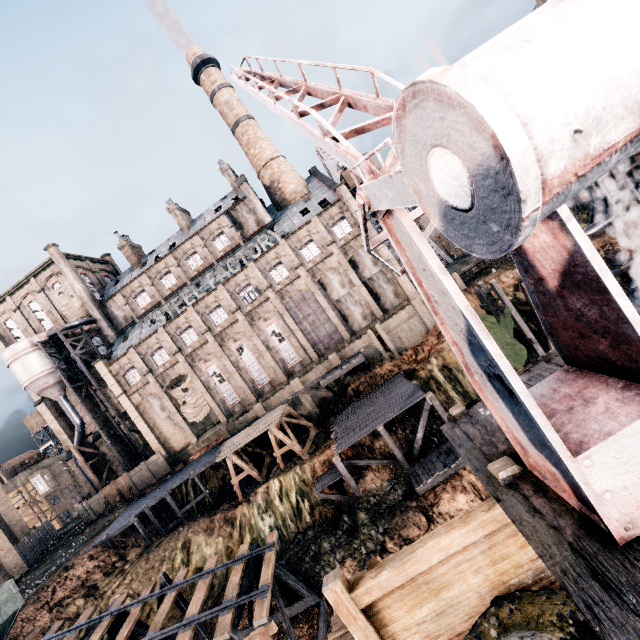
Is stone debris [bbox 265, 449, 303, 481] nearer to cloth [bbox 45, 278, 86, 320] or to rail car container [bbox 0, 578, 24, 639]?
rail car container [bbox 0, 578, 24, 639]

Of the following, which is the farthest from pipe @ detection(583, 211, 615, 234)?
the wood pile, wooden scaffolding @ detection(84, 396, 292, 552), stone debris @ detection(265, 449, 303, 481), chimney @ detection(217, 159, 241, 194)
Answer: chimney @ detection(217, 159, 241, 194)

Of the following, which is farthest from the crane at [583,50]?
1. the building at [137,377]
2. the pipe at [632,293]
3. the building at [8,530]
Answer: the building at [8,530]

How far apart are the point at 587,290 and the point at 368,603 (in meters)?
6.76

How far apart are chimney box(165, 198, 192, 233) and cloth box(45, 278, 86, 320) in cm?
1607

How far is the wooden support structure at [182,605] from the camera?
18.89m

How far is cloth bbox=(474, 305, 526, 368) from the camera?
23.1 meters

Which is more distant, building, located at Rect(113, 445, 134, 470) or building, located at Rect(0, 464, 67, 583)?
building, located at Rect(113, 445, 134, 470)
